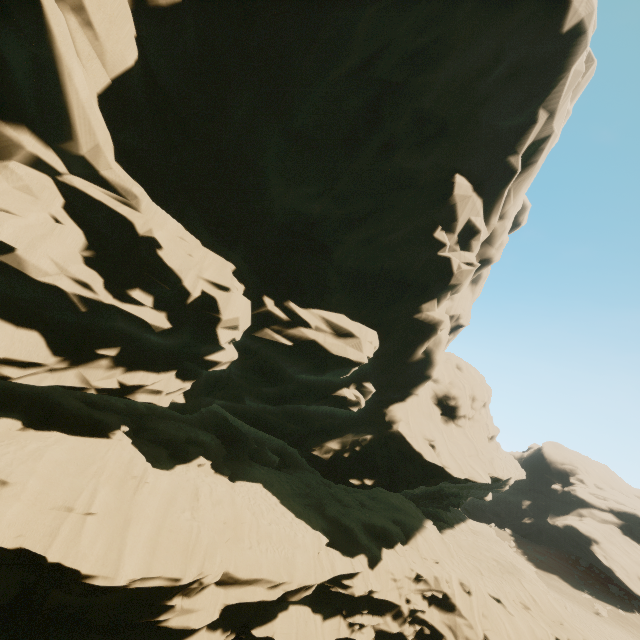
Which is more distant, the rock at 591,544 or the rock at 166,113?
the rock at 591,544

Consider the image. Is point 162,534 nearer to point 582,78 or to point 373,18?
point 373,18

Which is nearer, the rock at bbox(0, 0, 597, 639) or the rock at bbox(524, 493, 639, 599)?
the rock at bbox(0, 0, 597, 639)
